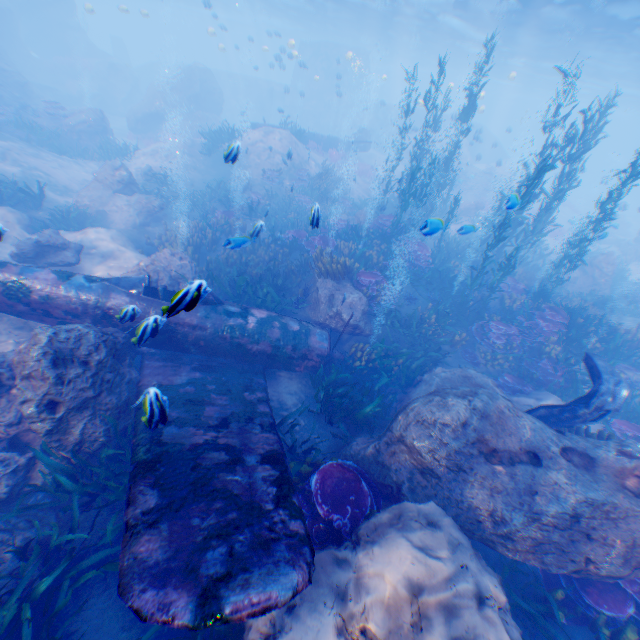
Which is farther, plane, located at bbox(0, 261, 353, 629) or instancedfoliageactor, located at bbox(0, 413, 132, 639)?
instancedfoliageactor, located at bbox(0, 413, 132, 639)

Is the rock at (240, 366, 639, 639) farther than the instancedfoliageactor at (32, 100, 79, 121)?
No

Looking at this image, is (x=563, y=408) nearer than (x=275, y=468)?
No

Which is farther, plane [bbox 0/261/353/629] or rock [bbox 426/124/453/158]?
rock [bbox 426/124/453/158]

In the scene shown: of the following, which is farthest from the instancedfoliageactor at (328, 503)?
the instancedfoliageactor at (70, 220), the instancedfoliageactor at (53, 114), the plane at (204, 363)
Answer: the instancedfoliageactor at (53, 114)

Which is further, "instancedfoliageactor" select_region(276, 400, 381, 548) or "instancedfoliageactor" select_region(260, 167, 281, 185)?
"instancedfoliageactor" select_region(260, 167, 281, 185)

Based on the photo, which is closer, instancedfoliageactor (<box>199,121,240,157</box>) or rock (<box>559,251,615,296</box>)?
rock (<box>559,251,615,296</box>)

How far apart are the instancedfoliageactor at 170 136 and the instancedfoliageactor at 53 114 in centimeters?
513cm
